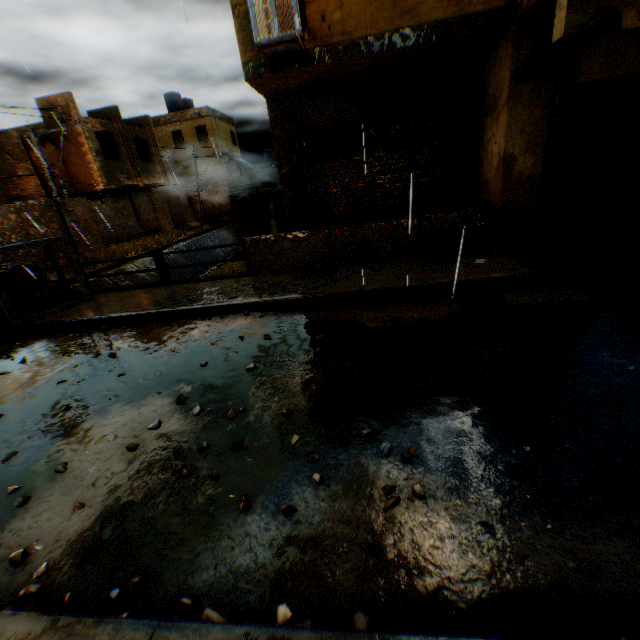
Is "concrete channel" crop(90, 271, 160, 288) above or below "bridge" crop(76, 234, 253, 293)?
below

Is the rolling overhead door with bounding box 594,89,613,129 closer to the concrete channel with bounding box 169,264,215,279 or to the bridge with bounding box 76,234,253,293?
the concrete channel with bounding box 169,264,215,279

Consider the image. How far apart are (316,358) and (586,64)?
7.01m

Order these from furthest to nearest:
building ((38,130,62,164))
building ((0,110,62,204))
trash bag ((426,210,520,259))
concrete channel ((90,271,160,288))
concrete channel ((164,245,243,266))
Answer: concrete channel ((164,245,243,266)) → building ((38,130,62,164)) → building ((0,110,62,204)) → concrete channel ((90,271,160,288)) → trash bag ((426,210,520,259))

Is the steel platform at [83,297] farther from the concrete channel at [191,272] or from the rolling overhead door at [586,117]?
the rolling overhead door at [586,117]

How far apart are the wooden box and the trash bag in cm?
8

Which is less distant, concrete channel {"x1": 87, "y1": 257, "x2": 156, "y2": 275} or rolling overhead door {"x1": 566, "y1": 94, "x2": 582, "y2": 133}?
rolling overhead door {"x1": 566, "y1": 94, "x2": 582, "y2": 133}

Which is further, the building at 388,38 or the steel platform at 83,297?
the steel platform at 83,297
